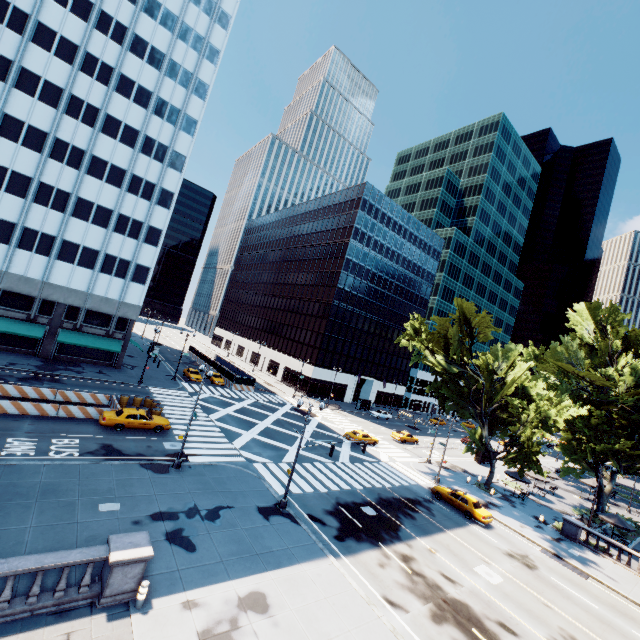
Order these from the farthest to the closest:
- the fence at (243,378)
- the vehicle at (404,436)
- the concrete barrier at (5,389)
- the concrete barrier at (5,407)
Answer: the fence at (243,378) < the vehicle at (404,436) < the concrete barrier at (5,389) < the concrete barrier at (5,407)

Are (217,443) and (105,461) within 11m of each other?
yes

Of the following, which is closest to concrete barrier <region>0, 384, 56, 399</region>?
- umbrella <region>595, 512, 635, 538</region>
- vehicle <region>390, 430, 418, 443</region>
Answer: vehicle <region>390, 430, 418, 443</region>

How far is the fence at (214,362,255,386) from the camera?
52.3 meters

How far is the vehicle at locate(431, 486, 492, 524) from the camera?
27.3 meters

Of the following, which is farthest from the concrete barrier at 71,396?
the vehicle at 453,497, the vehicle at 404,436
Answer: the vehicle at 404,436

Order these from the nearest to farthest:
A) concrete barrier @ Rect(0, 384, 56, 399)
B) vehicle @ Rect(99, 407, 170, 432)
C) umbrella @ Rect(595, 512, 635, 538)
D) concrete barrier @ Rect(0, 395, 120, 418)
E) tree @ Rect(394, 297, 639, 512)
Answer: concrete barrier @ Rect(0, 395, 120, 418), vehicle @ Rect(99, 407, 170, 432), concrete barrier @ Rect(0, 384, 56, 399), umbrella @ Rect(595, 512, 635, 538), tree @ Rect(394, 297, 639, 512)

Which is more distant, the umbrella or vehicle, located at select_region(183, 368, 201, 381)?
vehicle, located at select_region(183, 368, 201, 381)
